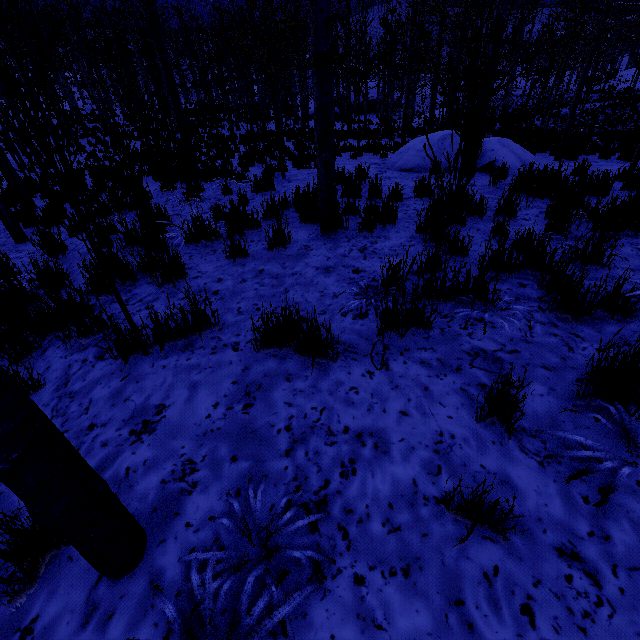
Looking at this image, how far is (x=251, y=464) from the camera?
1.7m

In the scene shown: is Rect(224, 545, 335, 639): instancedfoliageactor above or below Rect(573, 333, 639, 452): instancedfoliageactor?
below

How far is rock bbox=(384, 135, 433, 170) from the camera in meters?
8.3 m

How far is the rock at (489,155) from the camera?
7.6 meters

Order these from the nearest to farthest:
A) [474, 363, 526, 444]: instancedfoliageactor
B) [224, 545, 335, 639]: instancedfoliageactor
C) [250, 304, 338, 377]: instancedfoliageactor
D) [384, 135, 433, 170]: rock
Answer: [224, 545, 335, 639]: instancedfoliageactor < [474, 363, 526, 444]: instancedfoliageactor < [250, 304, 338, 377]: instancedfoliageactor < [384, 135, 433, 170]: rock

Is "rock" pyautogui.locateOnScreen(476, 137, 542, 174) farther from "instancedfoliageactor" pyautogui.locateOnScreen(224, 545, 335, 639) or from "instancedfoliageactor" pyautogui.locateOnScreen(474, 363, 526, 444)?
"instancedfoliageactor" pyautogui.locateOnScreen(474, 363, 526, 444)

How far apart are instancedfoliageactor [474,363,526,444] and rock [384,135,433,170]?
7.56m

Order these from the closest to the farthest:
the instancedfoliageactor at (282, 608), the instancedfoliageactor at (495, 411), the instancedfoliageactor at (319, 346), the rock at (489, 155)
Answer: the instancedfoliageactor at (282, 608)
the instancedfoliageactor at (495, 411)
the instancedfoliageactor at (319, 346)
the rock at (489, 155)
